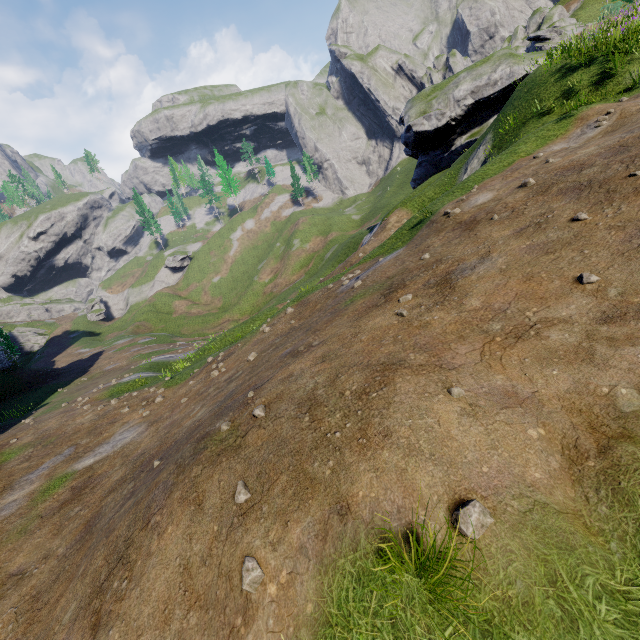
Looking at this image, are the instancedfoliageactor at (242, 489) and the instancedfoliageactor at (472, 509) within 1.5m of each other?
no

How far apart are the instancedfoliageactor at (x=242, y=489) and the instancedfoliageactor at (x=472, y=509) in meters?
Result: 2.2 m

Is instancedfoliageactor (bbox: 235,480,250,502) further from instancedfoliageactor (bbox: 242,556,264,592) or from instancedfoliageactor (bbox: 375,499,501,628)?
instancedfoliageactor (bbox: 375,499,501,628)

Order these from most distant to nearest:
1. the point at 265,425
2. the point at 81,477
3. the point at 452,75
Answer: the point at 452,75
the point at 81,477
the point at 265,425

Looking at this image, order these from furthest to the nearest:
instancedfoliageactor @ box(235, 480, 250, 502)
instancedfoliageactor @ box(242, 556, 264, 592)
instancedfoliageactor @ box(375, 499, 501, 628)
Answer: instancedfoliageactor @ box(235, 480, 250, 502), instancedfoliageactor @ box(242, 556, 264, 592), instancedfoliageactor @ box(375, 499, 501, 628)

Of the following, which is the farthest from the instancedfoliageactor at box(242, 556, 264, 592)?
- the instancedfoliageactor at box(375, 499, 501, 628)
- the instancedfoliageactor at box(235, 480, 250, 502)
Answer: the instancedfoliageactor at box(375, 499, 501, 628)

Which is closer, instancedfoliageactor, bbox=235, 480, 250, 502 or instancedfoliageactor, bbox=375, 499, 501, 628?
instancedfoliageactor, bbox=375, 499, 501, 628

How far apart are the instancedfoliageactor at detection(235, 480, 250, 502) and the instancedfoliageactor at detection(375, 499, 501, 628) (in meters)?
2.16
